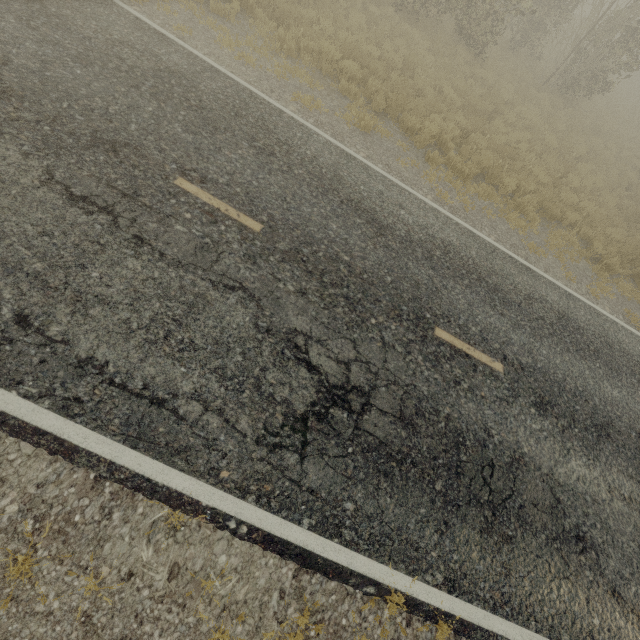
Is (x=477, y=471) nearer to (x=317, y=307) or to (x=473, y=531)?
(x=473, y=531)
